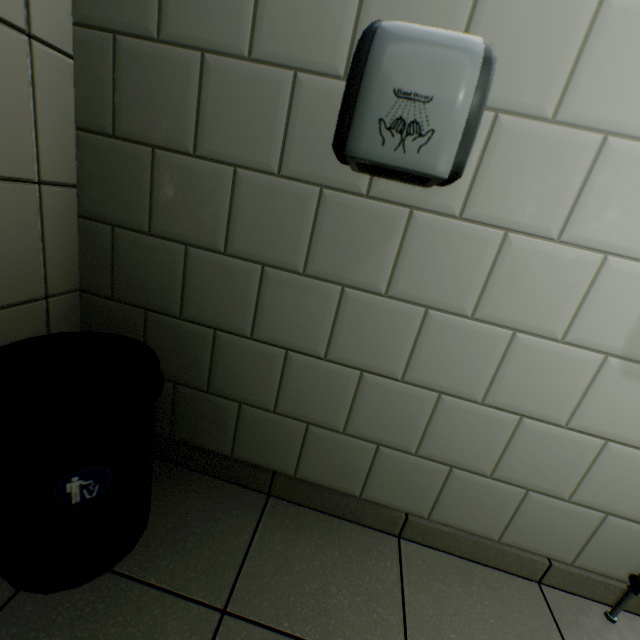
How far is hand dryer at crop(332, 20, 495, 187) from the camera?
0.59m

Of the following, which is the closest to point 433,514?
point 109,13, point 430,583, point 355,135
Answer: point 430,583

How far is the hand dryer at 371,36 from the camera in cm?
59

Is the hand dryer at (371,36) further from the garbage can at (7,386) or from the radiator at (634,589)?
the radiator at (634,589)

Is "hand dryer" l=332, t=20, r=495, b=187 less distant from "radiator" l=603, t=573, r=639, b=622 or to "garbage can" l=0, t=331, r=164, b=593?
"garbage can" l=0, t=331, r=164, b=593

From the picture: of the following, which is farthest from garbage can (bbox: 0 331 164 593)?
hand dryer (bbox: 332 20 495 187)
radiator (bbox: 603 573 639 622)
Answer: radiator (bbox: 603 573 639 622)
